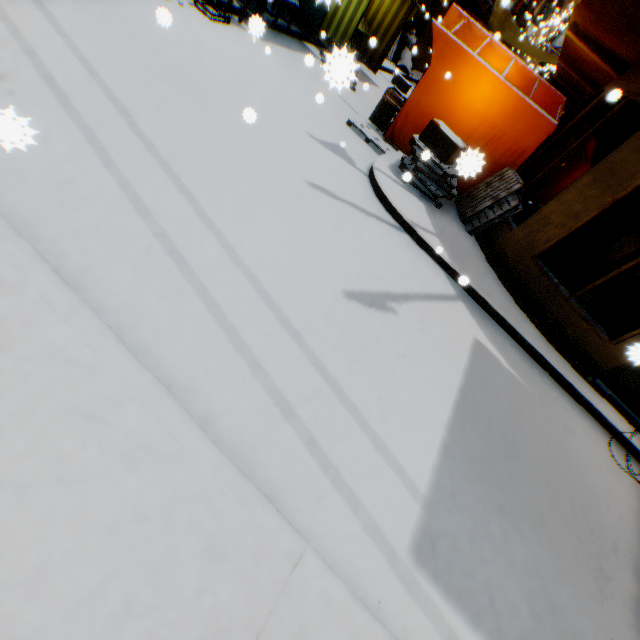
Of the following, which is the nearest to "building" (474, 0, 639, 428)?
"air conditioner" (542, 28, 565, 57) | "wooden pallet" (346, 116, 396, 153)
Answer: "air conditioner" (542, 28, 565, 57)

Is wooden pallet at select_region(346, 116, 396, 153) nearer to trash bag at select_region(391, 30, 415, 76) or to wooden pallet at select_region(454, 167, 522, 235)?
wooden pallet at select_region(454, 167, 522, 235)

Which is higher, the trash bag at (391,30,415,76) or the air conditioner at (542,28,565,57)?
the air conditioner at (542,28,565,57)

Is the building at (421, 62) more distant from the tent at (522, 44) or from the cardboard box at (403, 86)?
the cardboard box at (403, 86)

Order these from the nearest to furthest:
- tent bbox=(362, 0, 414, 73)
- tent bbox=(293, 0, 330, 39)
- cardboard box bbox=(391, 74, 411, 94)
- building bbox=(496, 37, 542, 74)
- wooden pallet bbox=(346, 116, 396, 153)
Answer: wooden pallet bbox=(346, 116, 396, 153) → tent bbox=(293, 0, 330, 39) → tent bbox=(362, 0, 414, 73) → cardboard box bbox=(391, 74, 411, 94) → building bbox=(496, 37, 542, 74)

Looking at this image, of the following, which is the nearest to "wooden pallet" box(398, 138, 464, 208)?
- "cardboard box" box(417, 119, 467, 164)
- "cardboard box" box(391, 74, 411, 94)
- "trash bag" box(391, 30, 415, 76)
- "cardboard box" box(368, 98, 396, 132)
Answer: "cardboard box" box(417, 119, 467, 164)

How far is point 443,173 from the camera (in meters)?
5.83

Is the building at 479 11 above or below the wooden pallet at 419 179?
above
